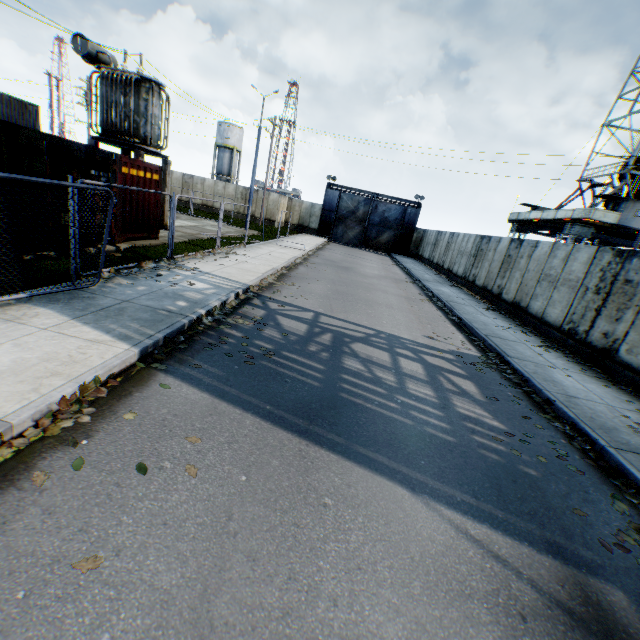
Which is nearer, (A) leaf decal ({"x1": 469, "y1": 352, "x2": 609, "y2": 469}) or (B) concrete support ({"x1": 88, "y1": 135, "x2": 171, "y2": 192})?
(A) leaf decal ({"x1": 469, "y1": 352, "x2": 609, "y2": 469})

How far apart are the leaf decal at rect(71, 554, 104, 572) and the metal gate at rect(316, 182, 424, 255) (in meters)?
37.93

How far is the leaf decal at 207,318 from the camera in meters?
6.8

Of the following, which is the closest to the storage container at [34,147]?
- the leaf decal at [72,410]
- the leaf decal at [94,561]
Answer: the leaf decal at [72,410]

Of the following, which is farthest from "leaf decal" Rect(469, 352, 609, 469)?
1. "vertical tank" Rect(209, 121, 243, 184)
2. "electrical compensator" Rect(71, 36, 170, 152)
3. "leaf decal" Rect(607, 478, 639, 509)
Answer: "vertical tank" Rect(209, 121, 243, 184)

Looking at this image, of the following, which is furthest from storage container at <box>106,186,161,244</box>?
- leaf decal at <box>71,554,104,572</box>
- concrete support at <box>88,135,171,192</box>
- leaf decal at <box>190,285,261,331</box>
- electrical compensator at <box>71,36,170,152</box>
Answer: leaf decal at <box>71,554,104,572</box>

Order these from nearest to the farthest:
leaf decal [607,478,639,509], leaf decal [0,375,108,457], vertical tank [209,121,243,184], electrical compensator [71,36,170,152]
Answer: leaf decal [0,375,108,457]
leaf decal [607,478,639,509]
electrical compensator [71,36,170,152]
vertical tank [209,121,243,184]

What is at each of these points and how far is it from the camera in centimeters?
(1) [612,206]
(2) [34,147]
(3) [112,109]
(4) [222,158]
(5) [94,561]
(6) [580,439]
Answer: (1) landrig, 2394cm
(2) storage container, 798cm
(3) electrical compensator, 1436cm
(4) vertical tank, 5084cm
(5) leaf decal, 237cm
(6) leaf decal, 559cm
